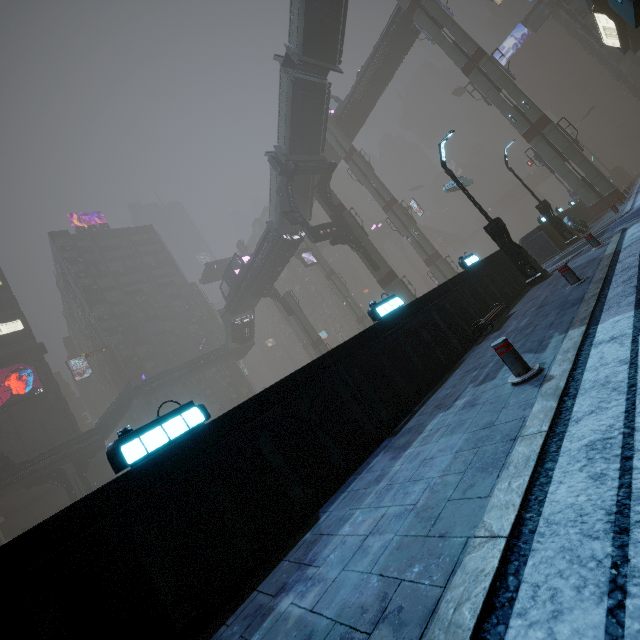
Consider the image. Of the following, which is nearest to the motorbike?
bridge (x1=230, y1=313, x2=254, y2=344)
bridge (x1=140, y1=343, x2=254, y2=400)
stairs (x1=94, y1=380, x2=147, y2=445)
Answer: bridge (x1=230, y1=313, x2=254, y2=344)

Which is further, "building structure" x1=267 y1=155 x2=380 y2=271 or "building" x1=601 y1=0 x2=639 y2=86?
"building structure" x1=267 y1=155 x2=380 y2=271

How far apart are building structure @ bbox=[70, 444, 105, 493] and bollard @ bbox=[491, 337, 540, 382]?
48.2m

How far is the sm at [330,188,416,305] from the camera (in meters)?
31.97

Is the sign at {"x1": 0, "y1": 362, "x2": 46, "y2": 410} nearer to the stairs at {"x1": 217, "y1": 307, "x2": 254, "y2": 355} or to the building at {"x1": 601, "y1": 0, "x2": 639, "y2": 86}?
the building at {"x1": 601, "y1": 0, "x2": 639, "y2": 86}

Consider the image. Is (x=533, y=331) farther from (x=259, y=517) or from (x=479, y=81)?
(x=479, y=81)

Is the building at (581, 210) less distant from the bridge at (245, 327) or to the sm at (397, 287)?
the sm at (397, 287)

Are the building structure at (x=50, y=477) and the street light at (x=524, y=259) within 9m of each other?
no
